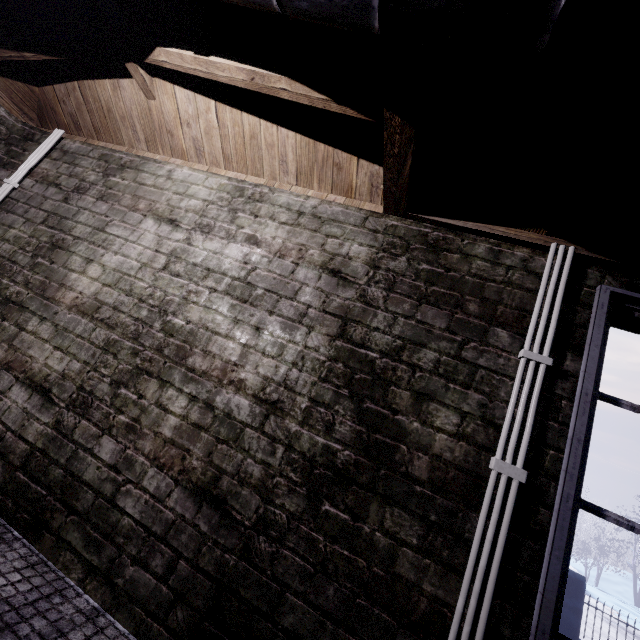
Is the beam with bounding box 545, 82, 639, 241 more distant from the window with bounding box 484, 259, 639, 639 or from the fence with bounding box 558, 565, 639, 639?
the fence with bounding box 558, 565, 639, 639

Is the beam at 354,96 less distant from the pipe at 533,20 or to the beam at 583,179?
the pipe at 533,20

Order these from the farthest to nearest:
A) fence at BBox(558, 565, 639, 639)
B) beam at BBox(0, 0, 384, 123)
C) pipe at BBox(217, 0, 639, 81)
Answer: fence at BBox(558, 565, 639, 639) < beam at BBox(0, 0, 384, 123) < pipe at BBox(217, 0, 639, 81)

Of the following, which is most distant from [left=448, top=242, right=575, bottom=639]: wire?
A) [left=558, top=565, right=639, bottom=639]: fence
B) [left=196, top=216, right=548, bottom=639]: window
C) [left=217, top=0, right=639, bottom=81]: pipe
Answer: [left=558, top=565, right=639, bottom=639]: fence

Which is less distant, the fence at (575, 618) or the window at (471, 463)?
the window at (471, 463)

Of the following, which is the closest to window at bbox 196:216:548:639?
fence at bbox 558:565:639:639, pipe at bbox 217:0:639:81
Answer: pipe at bbox 217:0:639:81

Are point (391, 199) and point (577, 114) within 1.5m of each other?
yes

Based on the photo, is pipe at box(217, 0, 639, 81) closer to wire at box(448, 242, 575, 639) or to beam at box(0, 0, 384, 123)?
beam at box(0, 0, 384, 123)
